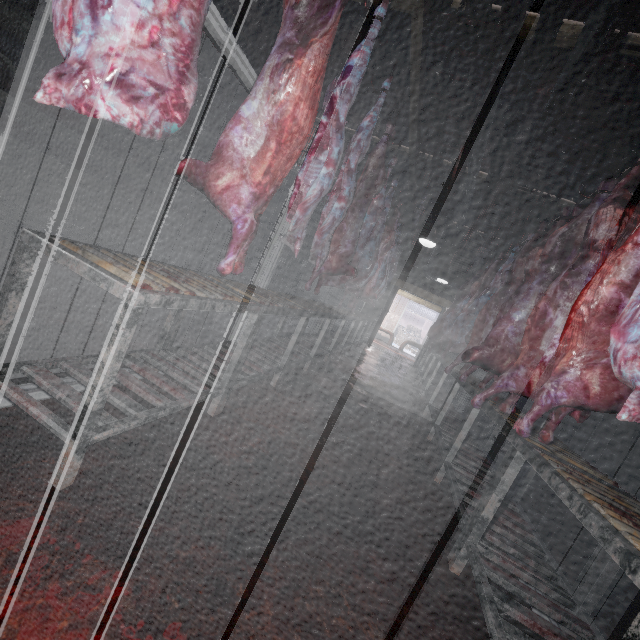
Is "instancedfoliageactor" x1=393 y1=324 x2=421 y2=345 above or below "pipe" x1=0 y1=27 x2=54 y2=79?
below

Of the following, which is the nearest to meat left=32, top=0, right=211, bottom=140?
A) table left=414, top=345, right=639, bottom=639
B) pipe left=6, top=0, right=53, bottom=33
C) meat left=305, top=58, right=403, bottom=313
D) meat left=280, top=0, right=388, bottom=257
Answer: pipe left=6, top=0, right=53, bottom=33

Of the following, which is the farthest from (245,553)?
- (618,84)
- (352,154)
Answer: (618,84)

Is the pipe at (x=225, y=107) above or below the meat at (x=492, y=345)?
above

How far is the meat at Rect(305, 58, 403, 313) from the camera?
2.68m

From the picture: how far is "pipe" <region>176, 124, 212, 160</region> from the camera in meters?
5.1

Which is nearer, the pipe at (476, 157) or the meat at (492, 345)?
the meat at (492, 345)

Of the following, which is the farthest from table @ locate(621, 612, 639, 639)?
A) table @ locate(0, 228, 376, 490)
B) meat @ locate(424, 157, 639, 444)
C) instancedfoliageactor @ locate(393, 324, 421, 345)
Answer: instancedfoliageactor @ locate(393, 324, 421, 345)
